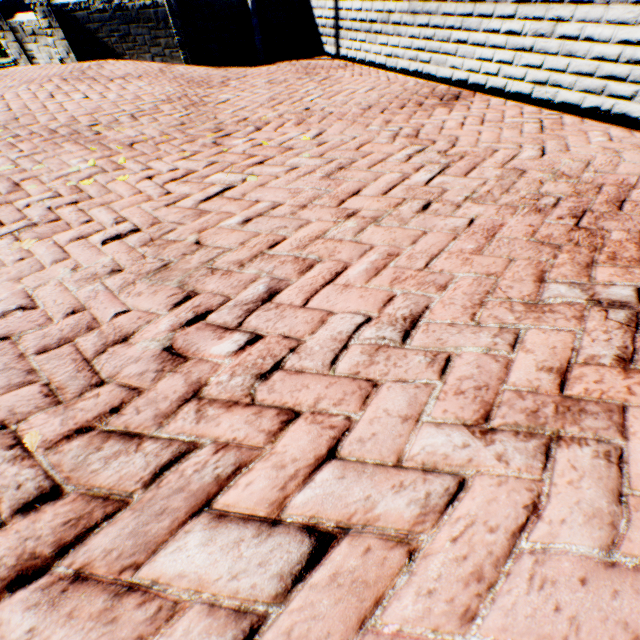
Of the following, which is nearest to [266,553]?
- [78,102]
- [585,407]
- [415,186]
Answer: [585,407]
